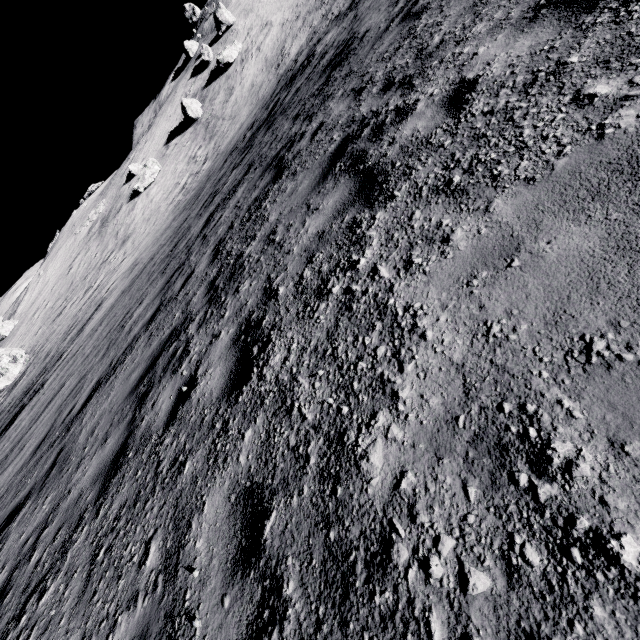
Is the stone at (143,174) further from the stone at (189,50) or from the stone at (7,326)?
the stone at (189,50)

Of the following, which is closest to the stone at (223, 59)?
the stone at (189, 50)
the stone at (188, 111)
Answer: the stone at (188, 111)

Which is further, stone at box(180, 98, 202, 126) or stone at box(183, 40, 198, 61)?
stone at box(183, 40, 198, 61)

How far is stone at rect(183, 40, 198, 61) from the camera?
54.8m

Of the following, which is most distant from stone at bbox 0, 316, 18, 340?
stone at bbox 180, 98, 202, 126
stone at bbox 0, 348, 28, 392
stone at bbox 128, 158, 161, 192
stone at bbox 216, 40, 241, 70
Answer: stone at bbox 216, 40, 241, 70

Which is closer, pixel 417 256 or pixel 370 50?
pixel 417 256

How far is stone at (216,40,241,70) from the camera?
35.3 meters

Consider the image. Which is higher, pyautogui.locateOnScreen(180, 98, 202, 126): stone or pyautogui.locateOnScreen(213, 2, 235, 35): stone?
pyautogui.locateOnScreen(213, 2, 235, 35): stone
